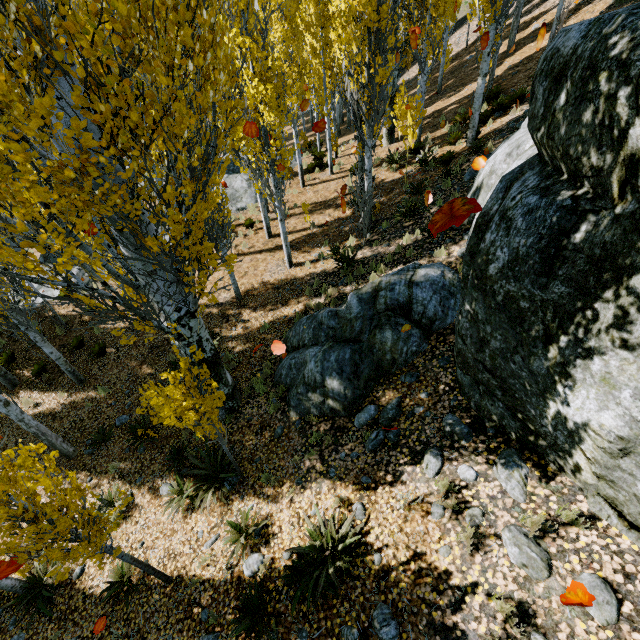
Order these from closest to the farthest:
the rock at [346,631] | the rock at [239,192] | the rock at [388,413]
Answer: the rock at [346,631] → the rock at [388,413] → the rock at [239,192]

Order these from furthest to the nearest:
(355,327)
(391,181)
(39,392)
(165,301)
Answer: (391,181) < (39,392) < (355,327) < (165,301)

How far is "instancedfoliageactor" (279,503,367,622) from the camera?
4.39m

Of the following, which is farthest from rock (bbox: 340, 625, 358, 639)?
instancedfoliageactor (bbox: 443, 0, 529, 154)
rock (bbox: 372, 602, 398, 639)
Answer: instancedfoliageactor (bbox: 443, 0, 529, 154)

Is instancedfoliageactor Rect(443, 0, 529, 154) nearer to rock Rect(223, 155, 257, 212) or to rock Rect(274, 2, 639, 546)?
rock Rect(274, 2, 639, 546)

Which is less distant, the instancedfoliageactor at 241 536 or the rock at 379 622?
the rock at 379 622

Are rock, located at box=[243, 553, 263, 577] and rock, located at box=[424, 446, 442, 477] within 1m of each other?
no

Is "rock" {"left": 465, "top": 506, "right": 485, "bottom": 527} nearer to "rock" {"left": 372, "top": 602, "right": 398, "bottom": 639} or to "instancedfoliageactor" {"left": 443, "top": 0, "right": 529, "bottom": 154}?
"rock" {"left": 372, "top": 602, "right": 398, "bottom": 639}
